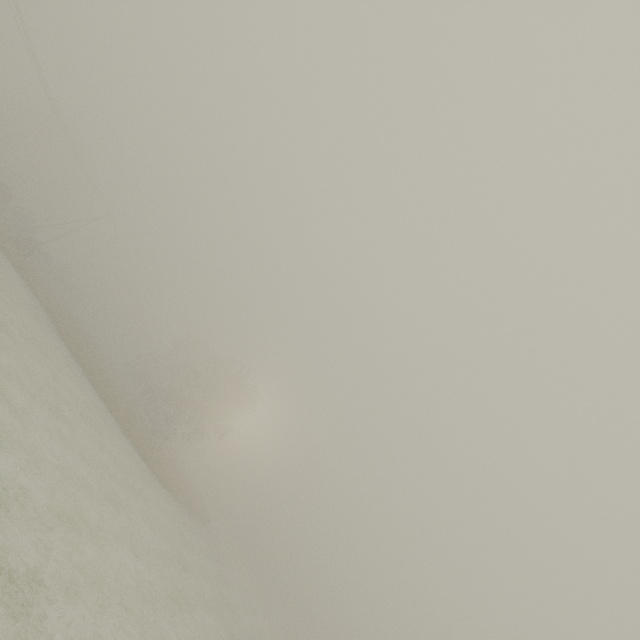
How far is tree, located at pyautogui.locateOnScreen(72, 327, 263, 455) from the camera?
37.9m

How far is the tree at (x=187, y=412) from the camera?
37.9 meters

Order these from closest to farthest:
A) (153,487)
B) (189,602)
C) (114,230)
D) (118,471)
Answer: (189,602) < (118,471) < (153,487) < (114,230)
